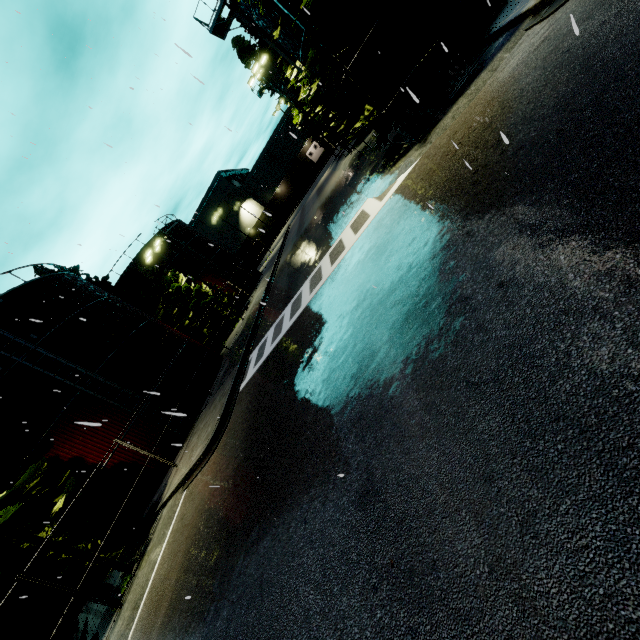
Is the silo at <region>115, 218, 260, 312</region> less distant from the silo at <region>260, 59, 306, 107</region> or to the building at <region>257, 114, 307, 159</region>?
the building at <region>257, 114, 307, 159</region>

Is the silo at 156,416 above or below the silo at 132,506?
above

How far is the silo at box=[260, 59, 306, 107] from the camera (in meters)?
32.00

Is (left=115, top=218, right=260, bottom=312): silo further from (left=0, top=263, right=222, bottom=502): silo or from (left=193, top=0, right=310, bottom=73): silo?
(left=193, top=0, right=310, bottom=73): silo

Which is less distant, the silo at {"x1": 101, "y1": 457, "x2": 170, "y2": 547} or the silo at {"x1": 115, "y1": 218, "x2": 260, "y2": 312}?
the silo at {"x1": 101, "y1": 457, "x2": 170, "y2": 547}

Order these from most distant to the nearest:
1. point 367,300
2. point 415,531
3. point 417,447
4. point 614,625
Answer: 1. point 367,300
2. point 417,447
3. point 415,531
4. point 614,625

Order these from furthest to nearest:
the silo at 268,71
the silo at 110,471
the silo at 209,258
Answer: the silo at 209,258 → the silo at 268,71 → the silo at 110,471
